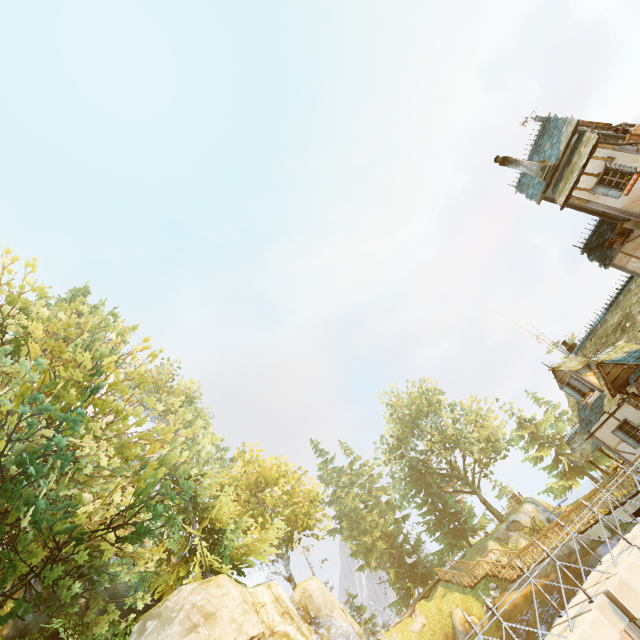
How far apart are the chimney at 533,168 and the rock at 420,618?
36.3 meters

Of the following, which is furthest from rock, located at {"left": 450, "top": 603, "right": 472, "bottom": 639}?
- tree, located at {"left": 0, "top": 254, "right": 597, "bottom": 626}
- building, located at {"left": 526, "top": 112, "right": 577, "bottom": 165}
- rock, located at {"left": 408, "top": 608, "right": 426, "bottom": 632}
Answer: building, located at {"left": 526, "top": 112, "right": 577, "bottom": 165}

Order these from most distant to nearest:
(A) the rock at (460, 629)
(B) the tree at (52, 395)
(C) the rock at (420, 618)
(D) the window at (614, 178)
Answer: (C) the rock at (420, 618) < (A) the rock at (460, 629) < (D) the window at (614, 178) < (B) the tree at (52, 395)

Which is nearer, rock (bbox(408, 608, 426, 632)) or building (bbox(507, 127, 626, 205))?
building (bbox(507, 127, 626, 205))

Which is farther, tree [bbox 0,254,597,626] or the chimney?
the chimney

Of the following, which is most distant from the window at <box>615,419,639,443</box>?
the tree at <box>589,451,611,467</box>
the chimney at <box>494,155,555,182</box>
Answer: the tree at <box>589,451,611,467</box>

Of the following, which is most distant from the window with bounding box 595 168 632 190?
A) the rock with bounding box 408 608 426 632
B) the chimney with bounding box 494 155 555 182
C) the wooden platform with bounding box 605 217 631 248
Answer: the rock with bounding box 408 608 426 632

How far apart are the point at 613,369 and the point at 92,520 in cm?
2234
